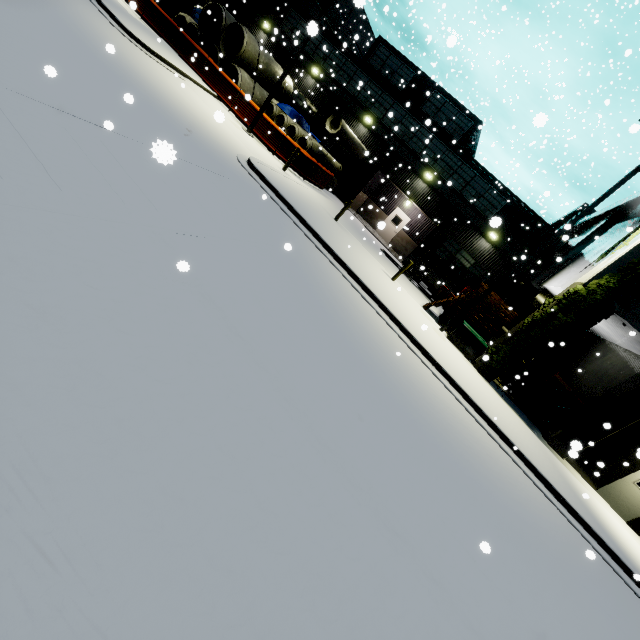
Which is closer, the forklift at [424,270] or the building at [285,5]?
the forklift at [424,270]

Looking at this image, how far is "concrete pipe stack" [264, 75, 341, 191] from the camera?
19.6 meters

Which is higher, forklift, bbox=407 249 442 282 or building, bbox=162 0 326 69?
building, bbox=162 0 326 69

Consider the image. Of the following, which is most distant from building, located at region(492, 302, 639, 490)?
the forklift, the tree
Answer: the forklift

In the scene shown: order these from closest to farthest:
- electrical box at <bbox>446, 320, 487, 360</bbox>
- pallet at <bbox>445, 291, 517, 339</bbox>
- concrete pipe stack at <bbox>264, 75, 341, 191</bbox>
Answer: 1. electrical box at <bbox>446, 320, 487, 360</bbox>
2. pallet at <bbox>445, 291, 517, 339</bbox>
3. concrete pipe stack at <bbox>264, 75, 341, 191</bbox>

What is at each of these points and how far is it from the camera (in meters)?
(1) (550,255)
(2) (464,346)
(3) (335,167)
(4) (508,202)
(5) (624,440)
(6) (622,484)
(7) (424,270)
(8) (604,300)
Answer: (1) building, 27.62
(2) electrical box, 13.70
(3) concrete pipe stack, 23.19
(4) building, 20.34
(5) building, 12.19
(6) door, 12.43
(7) forklift, 20.20
(8) tree, 11.41

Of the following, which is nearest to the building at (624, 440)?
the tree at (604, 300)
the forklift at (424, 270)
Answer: the tree at (604, 300)

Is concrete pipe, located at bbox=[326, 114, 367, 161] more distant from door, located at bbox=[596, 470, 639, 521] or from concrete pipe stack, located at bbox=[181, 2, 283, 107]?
door, located at bbox=[596, 470, 639, 521]
